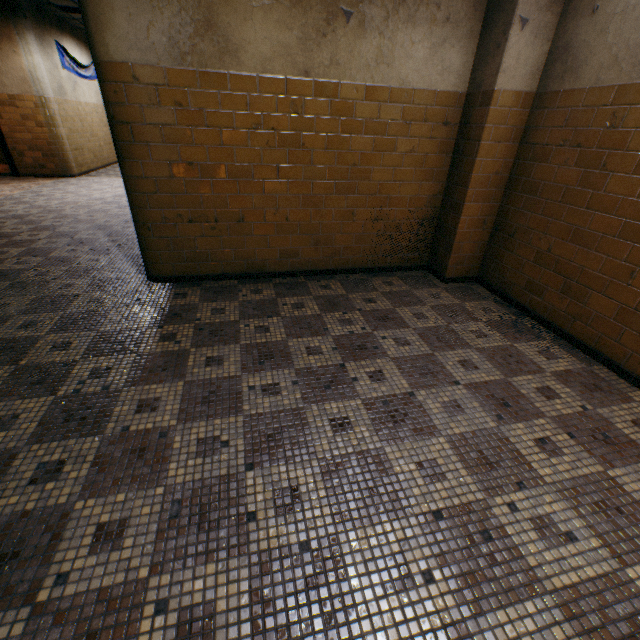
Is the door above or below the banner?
below

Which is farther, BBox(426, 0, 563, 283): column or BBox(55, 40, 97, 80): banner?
BBox(55, 40, 97, 80): banner

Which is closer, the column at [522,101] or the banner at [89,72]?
the column at [522,101]

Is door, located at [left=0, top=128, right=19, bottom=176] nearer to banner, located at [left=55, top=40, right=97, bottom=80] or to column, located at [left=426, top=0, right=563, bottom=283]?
banner, located at [left=55, top=40, right=97, bottom=80]

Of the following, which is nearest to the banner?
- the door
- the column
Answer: the door

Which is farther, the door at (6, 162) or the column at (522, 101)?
the door at (6, 162)

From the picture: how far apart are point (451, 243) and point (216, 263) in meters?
2.8
